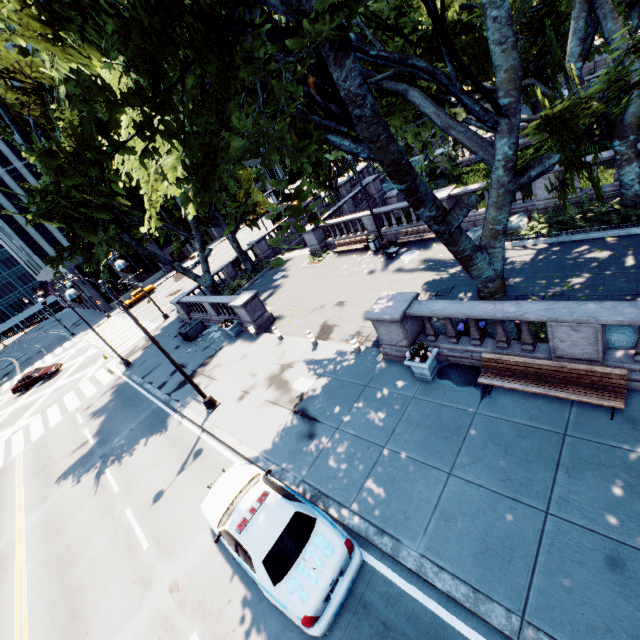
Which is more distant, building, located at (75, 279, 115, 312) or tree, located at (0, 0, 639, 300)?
building, located at (75, 279, 115, 312)

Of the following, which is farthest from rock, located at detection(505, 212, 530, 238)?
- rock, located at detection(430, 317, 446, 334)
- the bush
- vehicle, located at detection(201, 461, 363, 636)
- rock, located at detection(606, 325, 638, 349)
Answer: vehicle, located at detection(201, 461, 363, 636)

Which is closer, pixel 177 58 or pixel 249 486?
pixel 177 58

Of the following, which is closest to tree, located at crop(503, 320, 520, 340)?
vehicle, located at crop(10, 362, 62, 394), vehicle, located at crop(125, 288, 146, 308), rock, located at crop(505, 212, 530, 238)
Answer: rock, located at crop(505, 212, 530, 238)

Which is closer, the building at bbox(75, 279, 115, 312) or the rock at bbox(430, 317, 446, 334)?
the rock at bbox(430, 317, 446, 334)

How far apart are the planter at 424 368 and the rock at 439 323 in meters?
1.2 m

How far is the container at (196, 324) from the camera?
22.7 meters

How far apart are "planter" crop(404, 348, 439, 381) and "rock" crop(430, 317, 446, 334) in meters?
1.2 m
